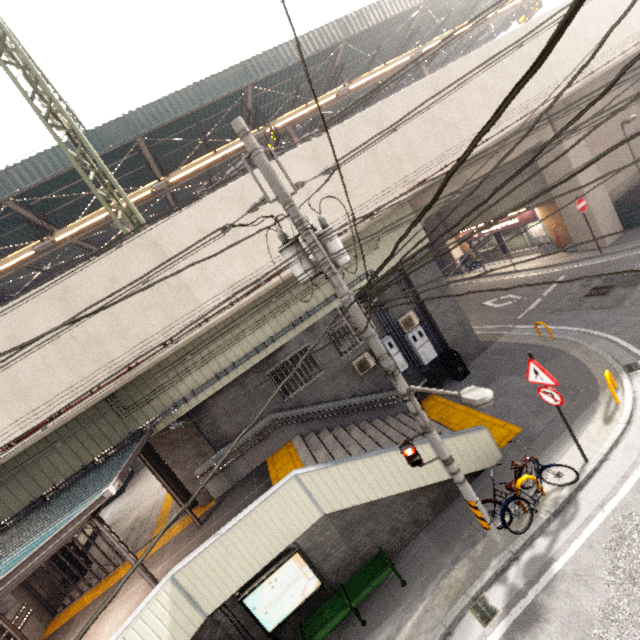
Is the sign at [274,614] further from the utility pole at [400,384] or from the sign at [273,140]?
the sign at [273,140]

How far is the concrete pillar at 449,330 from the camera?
12.80m

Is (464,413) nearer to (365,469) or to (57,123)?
(365,469)

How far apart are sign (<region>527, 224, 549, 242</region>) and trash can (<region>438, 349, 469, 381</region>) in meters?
11.5 m

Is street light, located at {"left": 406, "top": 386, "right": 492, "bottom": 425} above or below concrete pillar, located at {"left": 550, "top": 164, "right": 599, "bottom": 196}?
above

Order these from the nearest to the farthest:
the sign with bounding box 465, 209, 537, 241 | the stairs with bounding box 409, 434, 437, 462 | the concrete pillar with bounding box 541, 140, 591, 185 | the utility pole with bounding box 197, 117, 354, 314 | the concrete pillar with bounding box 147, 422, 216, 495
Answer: the utility pole with bounding box 197, 117, 354, 314
the stairs with bounding box 409, 434, 437, 462
the concrete pillar with bounding box 147, 422, 216, 495
the concrete pillar with bounding box 541, 140, 591, 185
the sign with bounding box 465, 209, 537, 241

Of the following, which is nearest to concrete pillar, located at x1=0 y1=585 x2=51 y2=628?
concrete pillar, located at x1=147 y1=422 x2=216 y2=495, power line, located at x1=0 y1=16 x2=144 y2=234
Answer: concrete pillar, located at x1=147 y1=422 x2=216 y2=495

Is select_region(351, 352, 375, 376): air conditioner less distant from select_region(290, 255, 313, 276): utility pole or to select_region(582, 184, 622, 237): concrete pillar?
select_region(582, 184, 622, 237): concrete pillar
